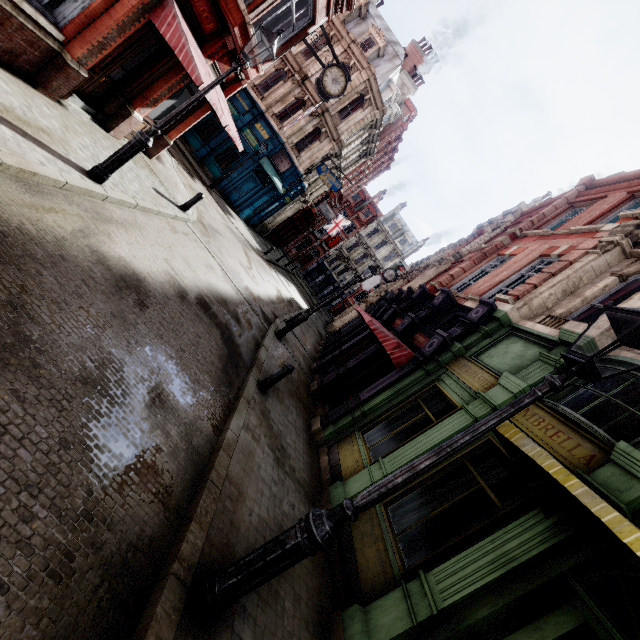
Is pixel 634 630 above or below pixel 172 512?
above

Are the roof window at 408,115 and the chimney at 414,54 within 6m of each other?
yes

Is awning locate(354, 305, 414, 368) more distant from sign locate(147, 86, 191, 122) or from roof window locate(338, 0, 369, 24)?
roof window locate(338, 0, 369, 24)

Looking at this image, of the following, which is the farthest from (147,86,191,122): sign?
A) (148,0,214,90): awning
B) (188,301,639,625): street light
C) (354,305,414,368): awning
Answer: (188,301,639,625): street light

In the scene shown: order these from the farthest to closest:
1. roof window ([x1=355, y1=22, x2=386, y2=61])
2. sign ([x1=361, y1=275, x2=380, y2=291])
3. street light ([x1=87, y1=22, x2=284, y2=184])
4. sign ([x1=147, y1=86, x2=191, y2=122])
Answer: sign ([x1=361, y1=275, x2=380, y2=291]) < roof window ([x1=355, y1=22, x2=386, y2=61]) < sign ([x1=147, y1=86, x2=191, y2=122]) < street light ([x1=87, y1=22, x2=284, y2=184])

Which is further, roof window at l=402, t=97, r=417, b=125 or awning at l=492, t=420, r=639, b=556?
roof window at l=402, t=97, r=417, b=125

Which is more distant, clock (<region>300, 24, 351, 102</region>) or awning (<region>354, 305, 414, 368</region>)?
clock (<region>300, 24, 351, 102</region>)

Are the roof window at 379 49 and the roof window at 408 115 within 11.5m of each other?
yes
